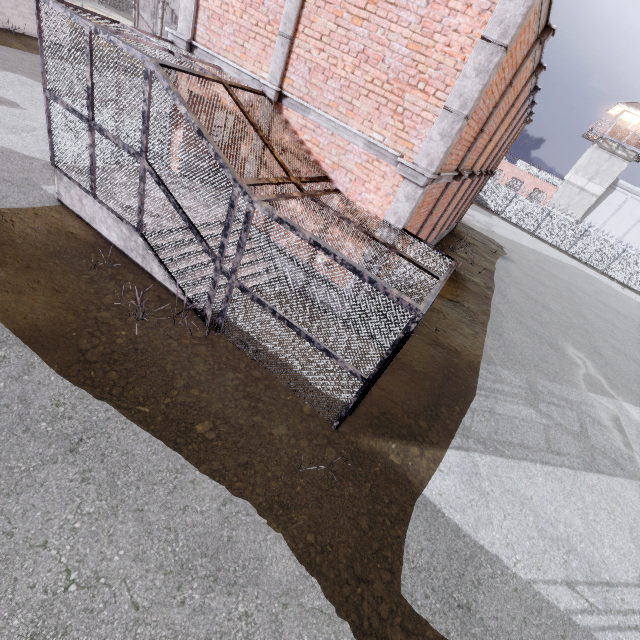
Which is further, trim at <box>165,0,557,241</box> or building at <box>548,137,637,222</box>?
building at <box>548,137,637,222</box>

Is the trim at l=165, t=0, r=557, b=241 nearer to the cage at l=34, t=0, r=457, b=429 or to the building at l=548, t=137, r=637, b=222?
the cage at l=34, t=0, r=457, b=429

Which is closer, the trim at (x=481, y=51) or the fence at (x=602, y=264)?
the trim at (x=481, y=51)

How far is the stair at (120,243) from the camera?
6.8m

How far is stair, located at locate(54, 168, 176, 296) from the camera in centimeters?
679cm

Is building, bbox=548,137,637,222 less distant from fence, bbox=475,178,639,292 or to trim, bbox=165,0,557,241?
fence, bbox=475,178,639,292

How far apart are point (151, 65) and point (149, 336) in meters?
4.3 m

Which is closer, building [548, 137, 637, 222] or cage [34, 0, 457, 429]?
cage [34, 0, 457, 429]
